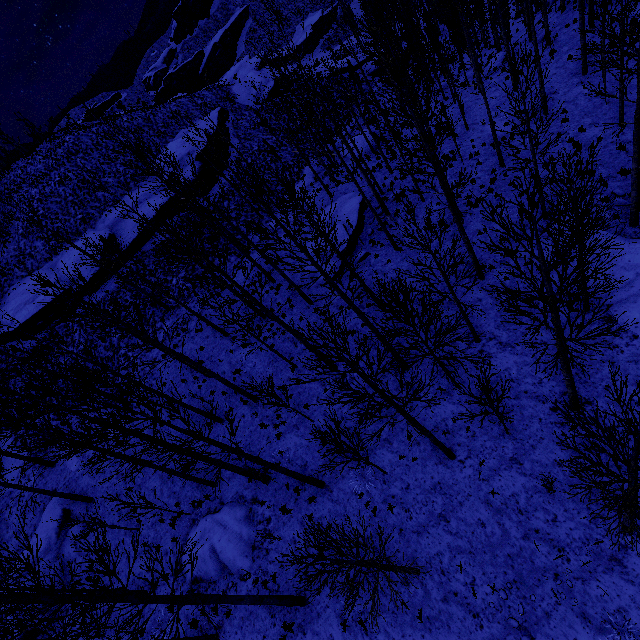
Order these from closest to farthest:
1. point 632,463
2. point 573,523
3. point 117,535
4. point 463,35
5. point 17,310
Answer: point 632,463, point 573,523, point 117,535, point 17,310, point 463,35

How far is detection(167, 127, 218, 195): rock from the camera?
31.3m

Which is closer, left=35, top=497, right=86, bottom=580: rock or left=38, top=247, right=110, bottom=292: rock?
left=35, top=497, right=86, bottom=580: rock

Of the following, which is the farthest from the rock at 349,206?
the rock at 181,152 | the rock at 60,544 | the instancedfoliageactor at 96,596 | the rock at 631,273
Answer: the rock at 60,544

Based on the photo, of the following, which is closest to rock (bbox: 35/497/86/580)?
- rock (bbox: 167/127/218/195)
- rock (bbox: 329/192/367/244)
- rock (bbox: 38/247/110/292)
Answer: rock (bbox: 38/247/110/292)

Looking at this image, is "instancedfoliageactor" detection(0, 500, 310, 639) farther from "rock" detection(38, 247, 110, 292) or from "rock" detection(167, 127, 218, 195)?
"rock" detection(167, 127, 218, 195)

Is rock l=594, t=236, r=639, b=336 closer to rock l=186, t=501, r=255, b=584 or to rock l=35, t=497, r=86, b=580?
rock l=186, t=501, r=255, b=584

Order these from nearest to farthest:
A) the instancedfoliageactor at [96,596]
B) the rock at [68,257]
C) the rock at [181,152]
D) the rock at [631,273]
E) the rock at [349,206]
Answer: the instancedfoliageactor at [96,596] → the rock at [631,273] → the rock at [349,206] → the rock at [68,257] → the rock at [181,152]
